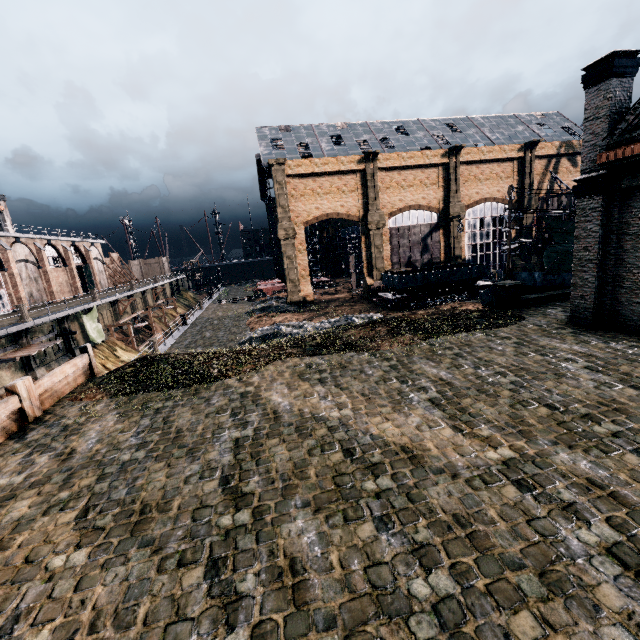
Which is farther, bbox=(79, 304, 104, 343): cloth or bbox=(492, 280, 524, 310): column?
bbox=(79, 304, 104, 343): cloth

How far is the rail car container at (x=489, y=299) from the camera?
24.01m

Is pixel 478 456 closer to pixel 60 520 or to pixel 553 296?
pixel 60 520

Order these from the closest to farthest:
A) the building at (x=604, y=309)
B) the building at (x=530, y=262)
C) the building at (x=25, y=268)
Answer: the building at (x=604, y=309)
the building at (x=25, y=268)
the building at (x=530, y=262)

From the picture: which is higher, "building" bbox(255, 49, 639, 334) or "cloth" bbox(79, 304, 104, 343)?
"building" bbox(255, 49, 639, 334)

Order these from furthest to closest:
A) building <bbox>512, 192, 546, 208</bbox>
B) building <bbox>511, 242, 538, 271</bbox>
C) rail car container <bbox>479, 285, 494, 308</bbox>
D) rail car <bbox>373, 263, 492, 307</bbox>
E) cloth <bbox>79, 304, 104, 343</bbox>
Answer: building <bbox>511, 242, 538, 271</bbox>, building <bbox>512, 192, 546, 208</bbox>, rail car <bbox>373, 263, 492, 307</bbox>, cloth <bbox>79, 304, 104, 343</bbox>, rail car container <bbox>479, 285, 494, 308</bbox>

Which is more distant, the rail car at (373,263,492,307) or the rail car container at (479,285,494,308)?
the rail car at (373,263,492,307)

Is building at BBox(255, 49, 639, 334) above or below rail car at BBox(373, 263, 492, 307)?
above
